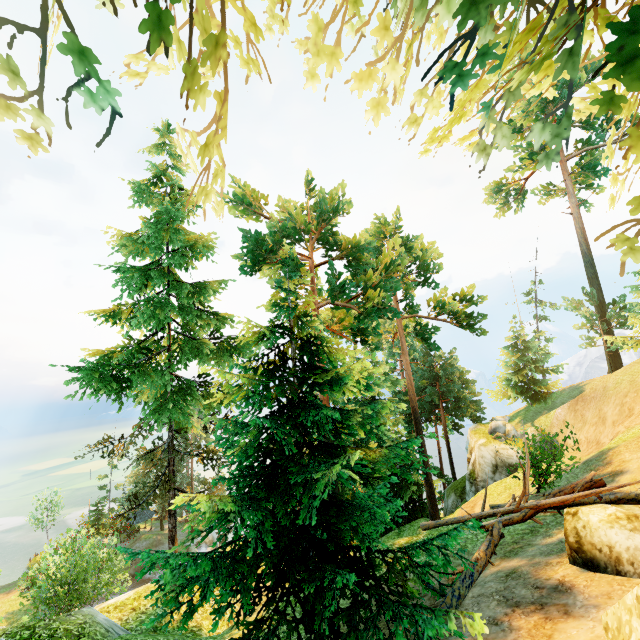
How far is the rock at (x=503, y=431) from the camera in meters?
28.3 m

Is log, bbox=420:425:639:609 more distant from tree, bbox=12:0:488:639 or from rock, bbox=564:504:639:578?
rock, bbox=564:504:639:578

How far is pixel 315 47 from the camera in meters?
3.6

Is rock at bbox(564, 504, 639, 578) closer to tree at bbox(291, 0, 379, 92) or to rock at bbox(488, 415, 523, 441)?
tree at bbox(291, 0, 379, 92)

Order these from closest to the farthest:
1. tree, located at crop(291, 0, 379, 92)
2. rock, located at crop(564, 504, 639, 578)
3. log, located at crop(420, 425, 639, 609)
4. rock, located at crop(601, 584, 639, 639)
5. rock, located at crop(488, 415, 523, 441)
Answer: rock, located at crop(601, 584, 639, 639), tree, located at crop(291, 0, 379, 92), rock, located at crop(564, 504, 639, 578), log, located at crop(420, 425, 639, 609), rock, located at crop(488, 415, 523, 441)

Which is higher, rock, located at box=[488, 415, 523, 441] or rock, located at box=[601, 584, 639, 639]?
rock, located at box=[601, 584, 639, 639]

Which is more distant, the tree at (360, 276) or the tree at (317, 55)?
the tree at (360, 276)

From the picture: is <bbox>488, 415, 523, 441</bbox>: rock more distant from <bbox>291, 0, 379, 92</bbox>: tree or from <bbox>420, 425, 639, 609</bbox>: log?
<bbox>420, 425, 639, 609</bbox>: log
